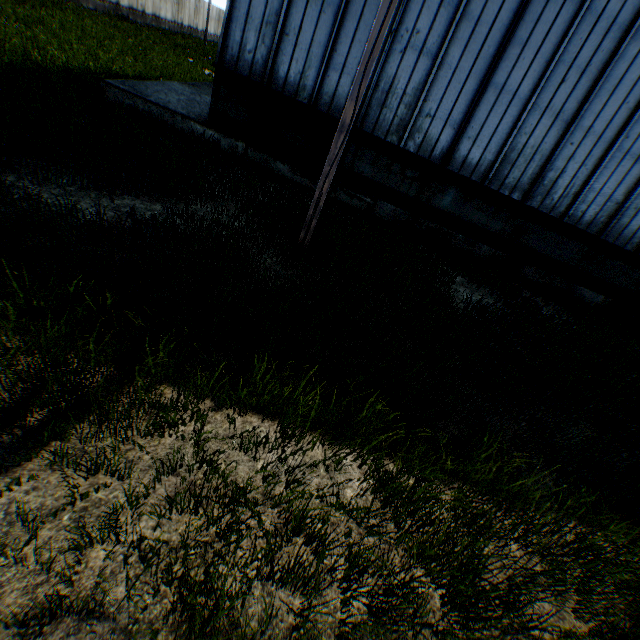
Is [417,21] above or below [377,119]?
above

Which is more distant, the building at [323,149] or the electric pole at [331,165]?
the building at [323,149]

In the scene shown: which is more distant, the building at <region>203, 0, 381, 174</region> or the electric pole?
the building at <region>203, 0, 381, 174</region>
